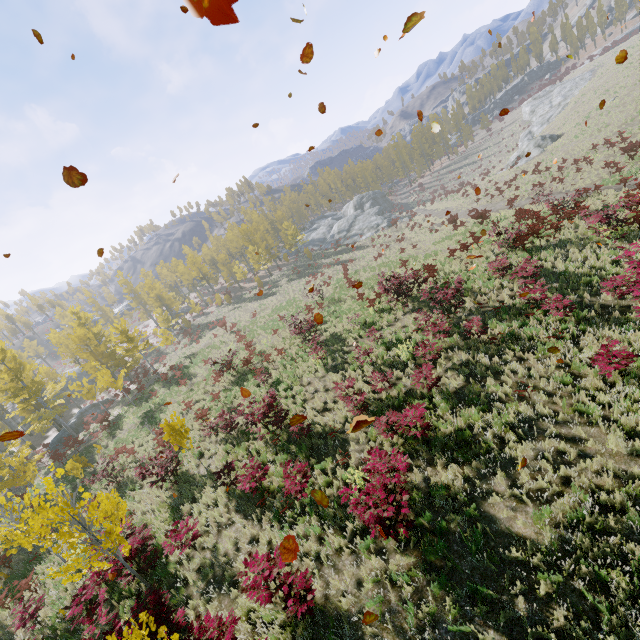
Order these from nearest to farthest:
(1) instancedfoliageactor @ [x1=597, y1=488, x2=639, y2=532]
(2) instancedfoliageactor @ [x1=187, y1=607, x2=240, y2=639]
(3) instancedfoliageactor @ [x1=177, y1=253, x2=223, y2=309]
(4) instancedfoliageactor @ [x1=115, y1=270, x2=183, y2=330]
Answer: (1) instancedfoliageactor @ [x1=597, y1=488, x2=639, y2=532], (2) instancedfoliageactor @ [x1=187, y1=607, x2=240, y2=639], (4) instancedfoliageactor @ [x1=115, y1=270, x2=183, y2=330], (3) instancedfoliageactor @ [x1=177, y1=253, x2=223, y2=309]

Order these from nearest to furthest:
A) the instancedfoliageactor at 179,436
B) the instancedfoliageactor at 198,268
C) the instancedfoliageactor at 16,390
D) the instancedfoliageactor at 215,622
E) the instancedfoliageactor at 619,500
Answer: the instancedfoliageactor at 619,500 → the instancedfoliageactor at 215,622 → the instancedfoliageactor at 16,390 → the instancedfoliageactor at 179,436 → the instancedfoliageactor at 198,268

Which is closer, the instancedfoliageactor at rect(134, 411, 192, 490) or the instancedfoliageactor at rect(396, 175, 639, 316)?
the instancedfoliageactor at rect(396, 175, 639, 316)

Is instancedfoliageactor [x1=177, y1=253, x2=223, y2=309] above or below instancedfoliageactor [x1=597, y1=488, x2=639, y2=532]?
above

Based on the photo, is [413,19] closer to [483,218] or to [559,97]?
[483,218]

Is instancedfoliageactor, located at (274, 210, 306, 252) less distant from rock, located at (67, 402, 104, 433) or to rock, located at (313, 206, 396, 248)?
rock, located at (67, 402, 104, 433)

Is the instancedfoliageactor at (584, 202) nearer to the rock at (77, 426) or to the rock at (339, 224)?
the rock at (77, 426)

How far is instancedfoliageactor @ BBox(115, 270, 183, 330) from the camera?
45.6m
